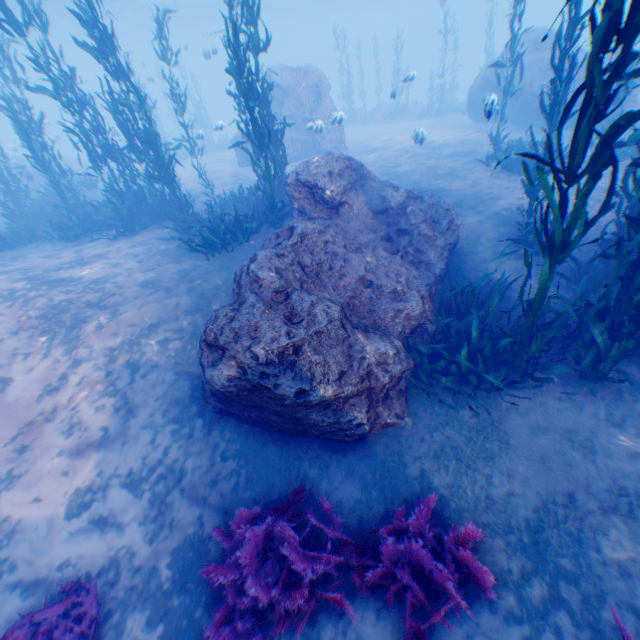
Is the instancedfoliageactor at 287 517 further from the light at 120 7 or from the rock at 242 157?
the light at 120 7

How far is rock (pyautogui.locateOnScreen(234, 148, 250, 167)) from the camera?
19.2m

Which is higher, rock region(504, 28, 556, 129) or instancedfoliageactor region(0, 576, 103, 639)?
rock region(504, 28, 556, 129)

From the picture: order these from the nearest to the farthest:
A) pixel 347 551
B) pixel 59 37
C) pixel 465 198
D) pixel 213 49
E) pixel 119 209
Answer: pixel 347 551 < pixel 465 198 < pixel 119 209 < pixel 213 49 < pixel 59 37

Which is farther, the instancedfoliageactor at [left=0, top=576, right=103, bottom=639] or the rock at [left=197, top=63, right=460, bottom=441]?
the rock at [left=197, top=63, right=460, bottom=441]

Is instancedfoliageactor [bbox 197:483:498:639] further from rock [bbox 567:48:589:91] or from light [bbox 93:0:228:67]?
light [bbox 93:0:228:67]

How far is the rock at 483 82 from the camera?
6.29m
